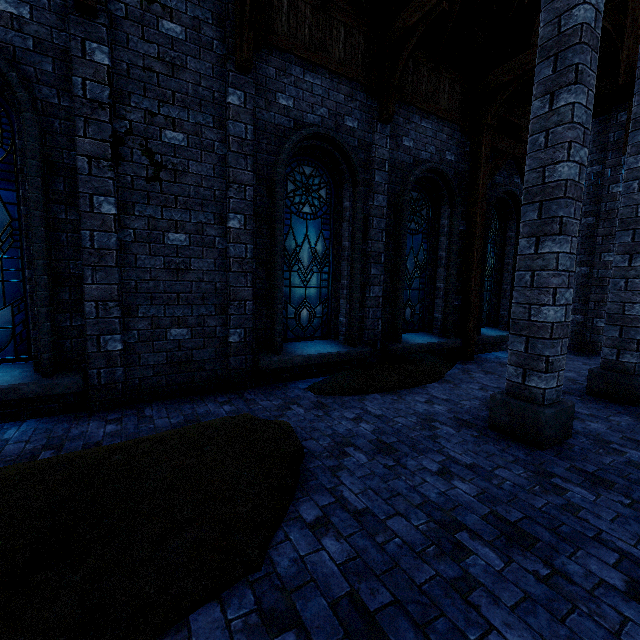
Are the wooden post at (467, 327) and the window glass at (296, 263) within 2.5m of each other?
no

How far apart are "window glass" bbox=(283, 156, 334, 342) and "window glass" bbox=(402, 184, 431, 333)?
1.5 meters

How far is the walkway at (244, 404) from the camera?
4.8m

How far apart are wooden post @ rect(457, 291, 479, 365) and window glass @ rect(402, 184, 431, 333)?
0.8 meters

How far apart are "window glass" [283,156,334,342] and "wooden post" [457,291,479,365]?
3.7m

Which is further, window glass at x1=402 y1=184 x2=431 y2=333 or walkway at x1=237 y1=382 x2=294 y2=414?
window glass at x1=402 y1=184 x2=431 y2=333

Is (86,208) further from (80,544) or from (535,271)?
(535,271)

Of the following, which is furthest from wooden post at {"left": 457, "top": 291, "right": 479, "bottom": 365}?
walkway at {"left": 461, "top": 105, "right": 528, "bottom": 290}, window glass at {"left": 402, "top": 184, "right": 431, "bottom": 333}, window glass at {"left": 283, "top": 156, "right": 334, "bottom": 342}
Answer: window glass at {"left": 283, "top": 156, "right": 334, "bottom": 342}
